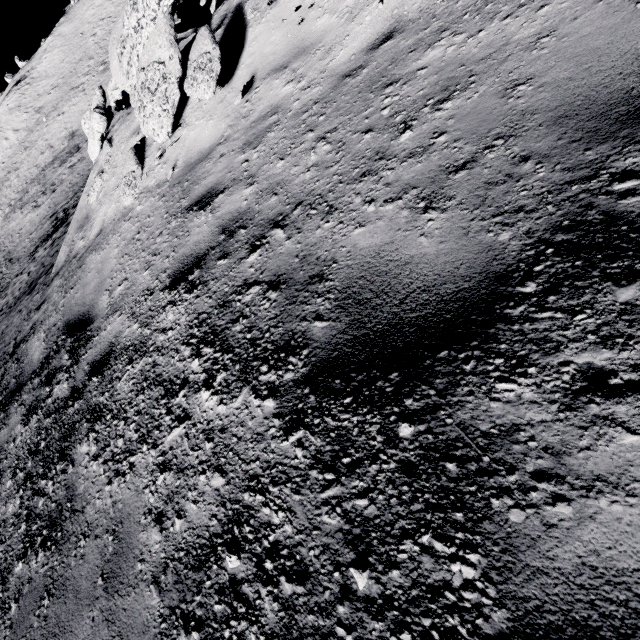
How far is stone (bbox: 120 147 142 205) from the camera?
5.2m

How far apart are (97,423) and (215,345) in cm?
147

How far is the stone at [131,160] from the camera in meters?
5.2 m

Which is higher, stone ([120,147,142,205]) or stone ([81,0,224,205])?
stone ([81,0,224,205])

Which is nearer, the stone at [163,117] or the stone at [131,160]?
the stone at [163,117]

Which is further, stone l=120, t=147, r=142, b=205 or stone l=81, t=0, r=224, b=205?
stone l=120, t=147, r=142, b=205
